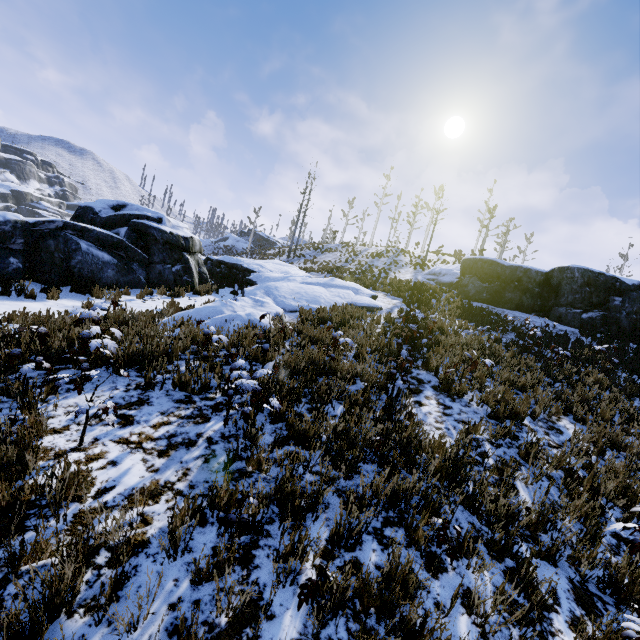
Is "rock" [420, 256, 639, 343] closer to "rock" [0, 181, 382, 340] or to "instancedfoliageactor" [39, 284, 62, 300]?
"rock" [0, 181, 382, 340]

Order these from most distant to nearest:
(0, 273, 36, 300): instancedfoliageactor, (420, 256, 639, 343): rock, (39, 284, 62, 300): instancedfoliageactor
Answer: (420, 256, 639, 343): rock < (39, 284, 62, 300): instancedfoliageactor < (0, 273, 36, 300): instancedfoliageactor

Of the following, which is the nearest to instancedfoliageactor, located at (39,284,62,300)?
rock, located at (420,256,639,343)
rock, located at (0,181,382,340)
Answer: rock, located at (0,181,382,340)

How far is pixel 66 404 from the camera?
4.0 meters

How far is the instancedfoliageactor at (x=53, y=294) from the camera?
8.9m

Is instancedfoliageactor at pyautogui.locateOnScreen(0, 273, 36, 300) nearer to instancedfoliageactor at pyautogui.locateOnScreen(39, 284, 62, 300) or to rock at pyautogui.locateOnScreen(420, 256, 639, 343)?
instancedfoliageactor at pyautogui.locateOnScreen(39, 284, 62, 300)

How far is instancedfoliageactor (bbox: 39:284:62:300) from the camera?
8.88m

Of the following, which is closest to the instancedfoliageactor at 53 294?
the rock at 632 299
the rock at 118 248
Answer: the rock at 118 248
